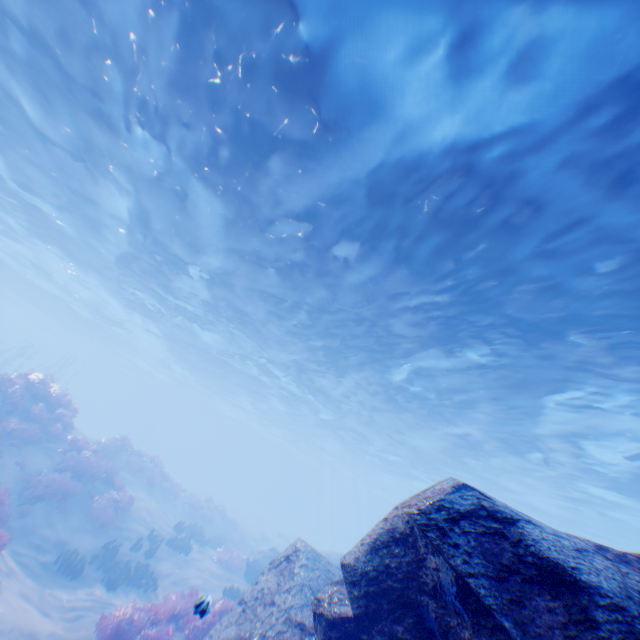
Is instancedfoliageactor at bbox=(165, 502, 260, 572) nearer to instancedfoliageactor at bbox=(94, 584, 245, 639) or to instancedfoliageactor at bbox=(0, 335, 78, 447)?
instancedfoliageactor at bbox=(0, 335, 78, 447)

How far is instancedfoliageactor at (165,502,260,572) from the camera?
17.2m

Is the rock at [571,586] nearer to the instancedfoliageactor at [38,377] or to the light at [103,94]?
the light at [103,94]

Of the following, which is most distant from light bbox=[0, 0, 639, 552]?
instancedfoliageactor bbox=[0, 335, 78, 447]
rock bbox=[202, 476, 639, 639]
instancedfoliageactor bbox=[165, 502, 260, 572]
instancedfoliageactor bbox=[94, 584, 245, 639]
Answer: instancedfoliageactor bbox=[94, 584, 245, 639]

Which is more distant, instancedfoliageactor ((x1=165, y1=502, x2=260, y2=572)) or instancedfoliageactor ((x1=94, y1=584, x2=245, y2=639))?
instancedfoliageactor ((x1=165, y1=502, x2=260, y2=572))

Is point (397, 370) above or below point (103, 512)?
above

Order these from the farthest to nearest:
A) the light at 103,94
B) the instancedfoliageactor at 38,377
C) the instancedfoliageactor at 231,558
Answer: the instancedfoliageactor at 231,558, the instancedfoliageactor at 38,377, the light at 103,94

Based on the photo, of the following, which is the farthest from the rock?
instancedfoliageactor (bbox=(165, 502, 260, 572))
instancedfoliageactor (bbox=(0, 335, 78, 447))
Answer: instancedfoliageactor (bbox=(0, 335, 78, 447))
